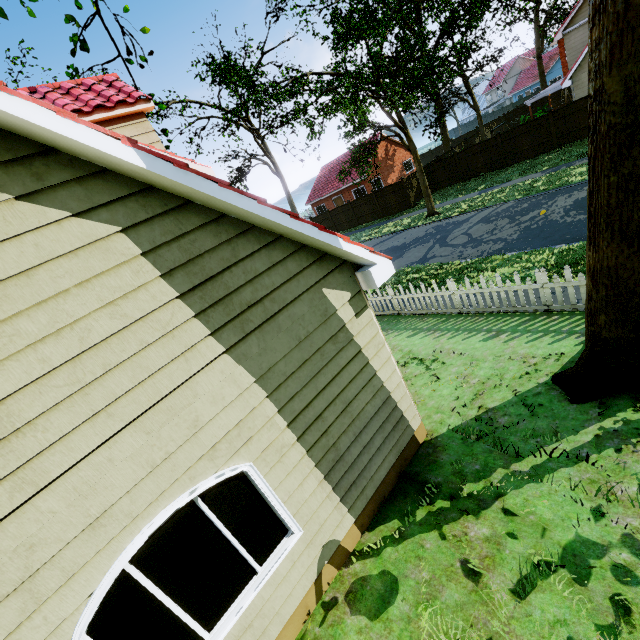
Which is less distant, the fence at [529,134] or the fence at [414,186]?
the fence at [529,134]

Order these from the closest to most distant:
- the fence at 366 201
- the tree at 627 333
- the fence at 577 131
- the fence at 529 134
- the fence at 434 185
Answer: the tree at 627 333 → the fence at 577 131 → the fence at 529 134 → the fence at 434 185 → the fence at 366 201

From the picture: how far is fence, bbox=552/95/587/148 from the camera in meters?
18.8 m

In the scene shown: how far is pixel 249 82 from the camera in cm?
1627

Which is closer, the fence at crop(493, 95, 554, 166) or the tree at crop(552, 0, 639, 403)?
the tree at crop(552, 0, 639, 403)

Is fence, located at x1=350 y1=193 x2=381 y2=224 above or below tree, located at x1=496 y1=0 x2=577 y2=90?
below
